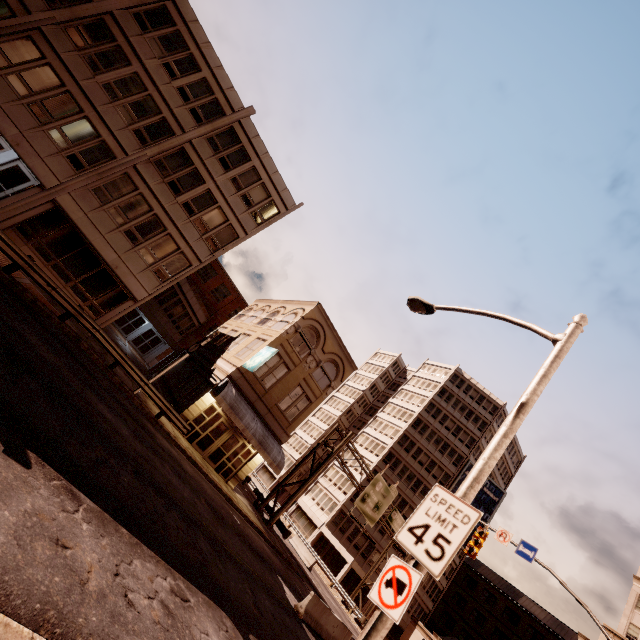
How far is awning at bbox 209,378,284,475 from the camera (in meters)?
20.75

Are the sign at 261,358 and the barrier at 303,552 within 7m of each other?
no

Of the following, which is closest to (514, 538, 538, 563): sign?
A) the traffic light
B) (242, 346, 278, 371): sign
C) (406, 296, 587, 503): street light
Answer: the traffic light

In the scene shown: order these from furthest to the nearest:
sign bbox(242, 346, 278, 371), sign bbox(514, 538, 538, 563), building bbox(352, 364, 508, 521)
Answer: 1. building bbox(352, 364, 508, 521)
2. sign bbox(242, 346, 278, 371)
3. sign bbox(514, 538, 538, 563)

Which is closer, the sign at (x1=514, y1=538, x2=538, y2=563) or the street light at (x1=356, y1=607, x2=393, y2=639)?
the street light at (x1=356, y1=607, x2=393, y2=639)

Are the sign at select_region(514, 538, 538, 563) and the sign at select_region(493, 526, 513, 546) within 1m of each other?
yes

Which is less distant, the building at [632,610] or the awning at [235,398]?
the awning at [235,398]

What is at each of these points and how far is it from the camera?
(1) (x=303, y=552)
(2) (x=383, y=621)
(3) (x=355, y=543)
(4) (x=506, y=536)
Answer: (1) barrier, 31.8m
(2) street light, 4.2m
(3) building, 44.0m
(4) sign, 17.0m
